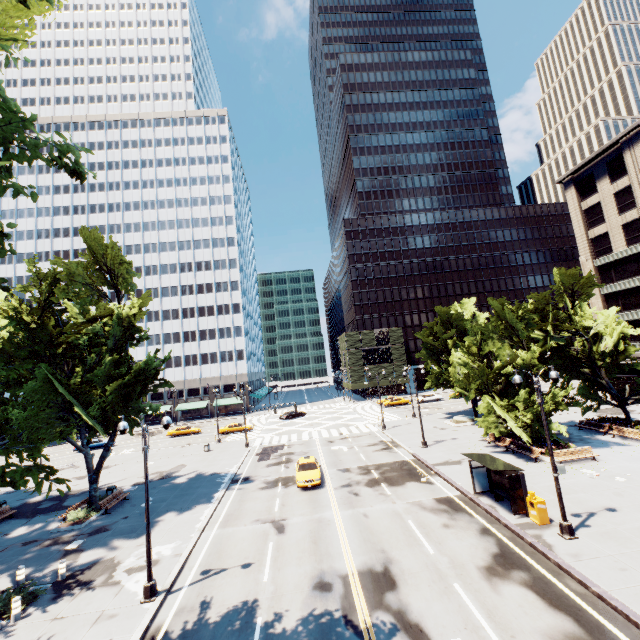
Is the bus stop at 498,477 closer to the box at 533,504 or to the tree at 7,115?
the box at 533,504

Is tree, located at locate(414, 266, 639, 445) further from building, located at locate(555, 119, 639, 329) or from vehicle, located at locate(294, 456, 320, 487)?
vehicle, located at locate(294, 456, 320, 487)

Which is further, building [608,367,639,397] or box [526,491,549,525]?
building [608,367,639,397]

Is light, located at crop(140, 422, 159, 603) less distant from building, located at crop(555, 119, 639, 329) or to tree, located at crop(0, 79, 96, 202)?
tree, located at crop(0, 79, 96, 202)

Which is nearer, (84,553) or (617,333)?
(84,553)

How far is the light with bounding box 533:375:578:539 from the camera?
14.20m

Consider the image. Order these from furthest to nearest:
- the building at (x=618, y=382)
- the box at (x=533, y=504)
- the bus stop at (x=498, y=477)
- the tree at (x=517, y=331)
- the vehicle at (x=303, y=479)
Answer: the building at (x=618, y=382)
the tree at (x=517, y=331)
the vehicle at (x=303, y=479)
the bus stop at (x=498, y=477)
the box at (x=533, y=504)

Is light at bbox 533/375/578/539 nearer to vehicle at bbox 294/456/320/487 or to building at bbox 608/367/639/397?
building at bbox 608/367/639/397
